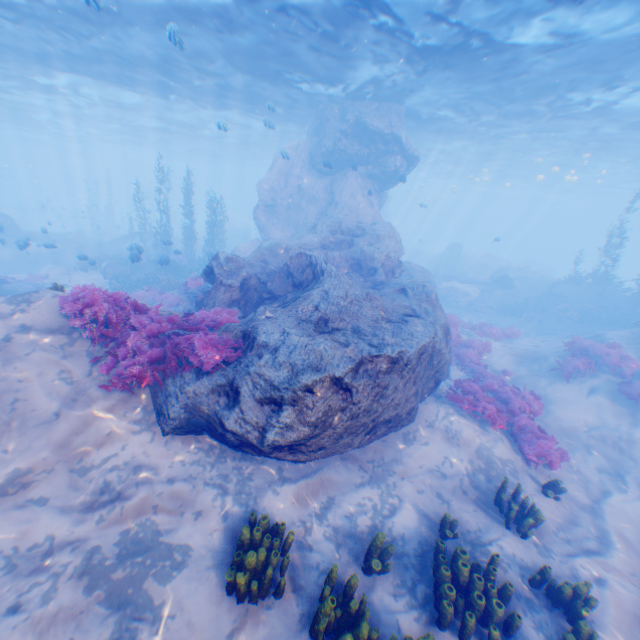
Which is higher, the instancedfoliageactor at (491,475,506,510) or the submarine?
the submarine

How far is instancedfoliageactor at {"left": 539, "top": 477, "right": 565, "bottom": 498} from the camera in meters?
7.3

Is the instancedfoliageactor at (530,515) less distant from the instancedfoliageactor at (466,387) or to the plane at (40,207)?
the instancedfoliageactor at (466,387)

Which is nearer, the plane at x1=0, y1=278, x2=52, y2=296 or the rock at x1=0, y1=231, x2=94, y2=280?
the plane at x1=0, y1=278, x2=52, y2=296

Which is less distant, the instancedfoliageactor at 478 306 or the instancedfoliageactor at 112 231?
→ the instancedfoliageactor at 478 306

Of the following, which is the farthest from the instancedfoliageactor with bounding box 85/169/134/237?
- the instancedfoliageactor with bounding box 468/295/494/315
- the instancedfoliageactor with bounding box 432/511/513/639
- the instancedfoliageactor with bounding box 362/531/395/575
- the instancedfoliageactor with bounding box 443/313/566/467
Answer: the instancedfoliageactor with bounding box 468/295/494/315

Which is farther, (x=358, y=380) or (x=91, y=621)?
(x=358, y=380)
